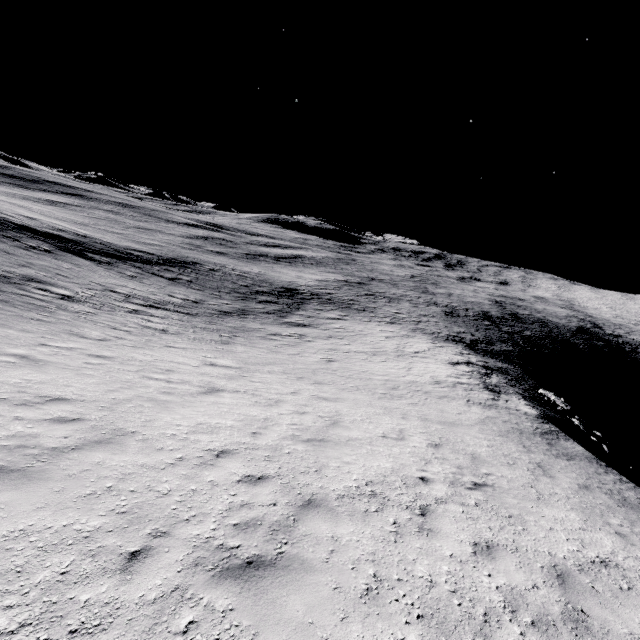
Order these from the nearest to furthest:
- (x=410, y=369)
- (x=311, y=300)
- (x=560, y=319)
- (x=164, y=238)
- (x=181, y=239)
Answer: (x=410, y=369) < (x=311, y=300) < (x=164, y=238) < (x=181, y=239) < (x=560, y=319)
